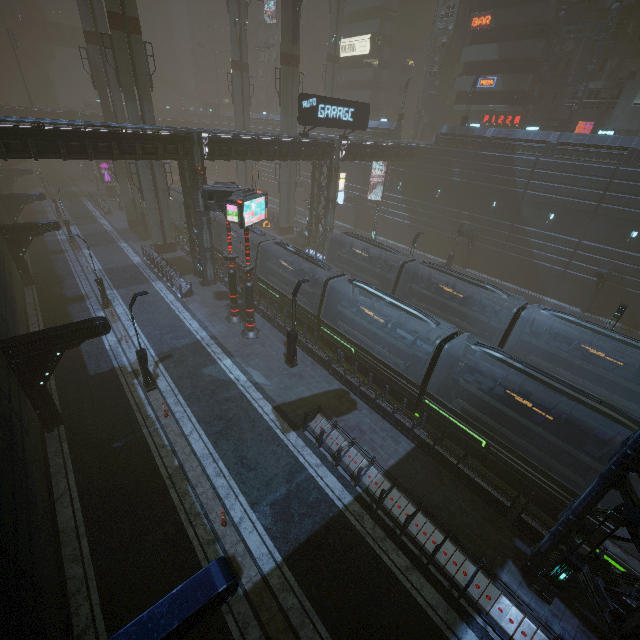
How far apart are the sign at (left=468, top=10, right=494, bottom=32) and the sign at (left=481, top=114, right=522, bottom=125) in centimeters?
847cm

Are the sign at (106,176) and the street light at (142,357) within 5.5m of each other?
no

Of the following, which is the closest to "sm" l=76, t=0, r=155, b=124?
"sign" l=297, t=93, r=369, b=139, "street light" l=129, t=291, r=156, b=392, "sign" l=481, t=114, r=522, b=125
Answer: "sign" l=297, t=93, r=369, b=139

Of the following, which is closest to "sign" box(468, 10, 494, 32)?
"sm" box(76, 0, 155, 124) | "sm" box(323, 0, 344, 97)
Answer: "sm" box(323, 0, 344, 97)

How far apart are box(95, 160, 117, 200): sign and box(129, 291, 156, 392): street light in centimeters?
4797cm

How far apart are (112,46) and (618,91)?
48.5 meters

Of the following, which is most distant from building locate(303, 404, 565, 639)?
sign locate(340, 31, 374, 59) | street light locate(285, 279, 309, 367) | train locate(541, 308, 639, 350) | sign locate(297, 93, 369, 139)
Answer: train locate(541, 308, 639, 350)

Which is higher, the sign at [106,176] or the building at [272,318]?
the sign at [106,176]
